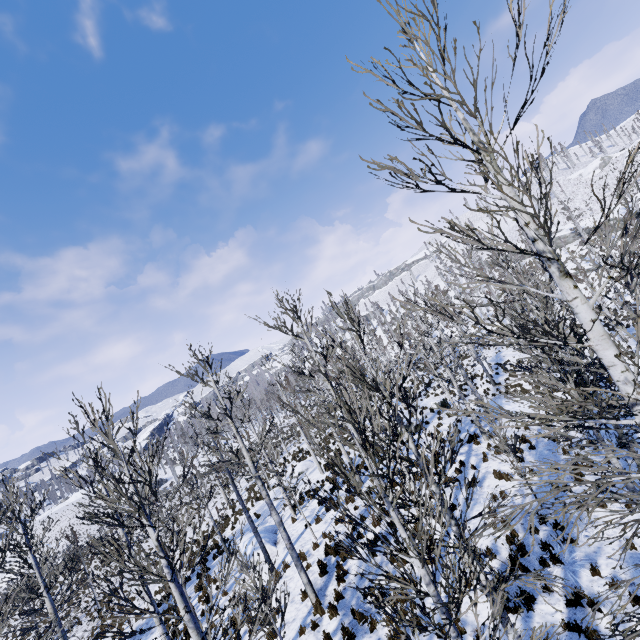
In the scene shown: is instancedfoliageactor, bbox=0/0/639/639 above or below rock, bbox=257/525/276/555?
above

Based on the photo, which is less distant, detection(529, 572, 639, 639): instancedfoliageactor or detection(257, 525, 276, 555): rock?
detection(529, 572, 639, 639): instancedfoliageactor

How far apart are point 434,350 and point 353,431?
12.1 meters

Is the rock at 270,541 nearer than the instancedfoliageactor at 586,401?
No

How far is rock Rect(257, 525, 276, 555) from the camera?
16.0m
